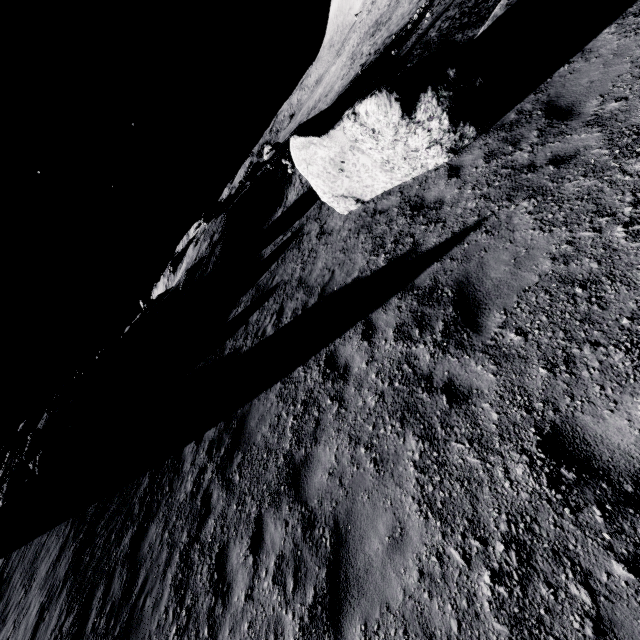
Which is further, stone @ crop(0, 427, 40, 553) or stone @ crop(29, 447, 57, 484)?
stone @ crop(29, 447, 57, 484)

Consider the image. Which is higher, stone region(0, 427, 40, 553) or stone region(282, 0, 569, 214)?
stone region(0, 427, 40, 553)

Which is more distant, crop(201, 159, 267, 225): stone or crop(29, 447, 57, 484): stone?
crop(201, 159, 267, 225): stone

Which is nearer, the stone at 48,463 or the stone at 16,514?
the stone at 16,514

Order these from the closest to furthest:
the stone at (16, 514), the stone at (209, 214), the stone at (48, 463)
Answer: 1. the stone at (16, 514)
2. the stone at (48, 463)
3. the stone at (209, 214)

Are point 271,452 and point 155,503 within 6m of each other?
yes

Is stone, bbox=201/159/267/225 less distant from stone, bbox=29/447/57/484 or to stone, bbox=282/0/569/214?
stone, bbox=282/0/569/214

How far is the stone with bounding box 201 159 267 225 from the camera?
27.08m
